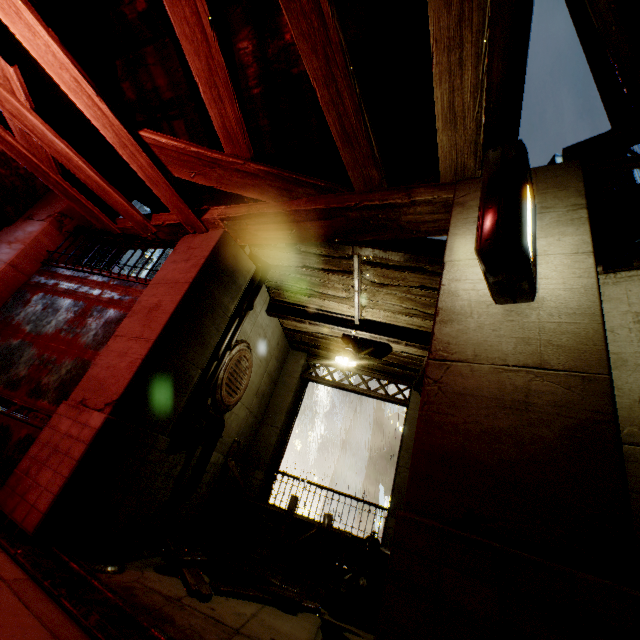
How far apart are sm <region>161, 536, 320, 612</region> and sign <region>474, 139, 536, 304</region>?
5.2m

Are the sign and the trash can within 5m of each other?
no

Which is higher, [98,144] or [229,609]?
[98,144]

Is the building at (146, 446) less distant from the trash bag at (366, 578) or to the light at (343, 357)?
the light at (343, 357)

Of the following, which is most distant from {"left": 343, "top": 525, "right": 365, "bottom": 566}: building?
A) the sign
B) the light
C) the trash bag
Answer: the trash bag

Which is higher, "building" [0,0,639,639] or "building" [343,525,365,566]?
"building" [0,0,639,639]

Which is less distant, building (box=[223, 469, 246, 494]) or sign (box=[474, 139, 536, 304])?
sign (box=[474, 139, 536, 304])

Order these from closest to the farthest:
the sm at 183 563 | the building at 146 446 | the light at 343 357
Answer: the building at 146 446
the sm at 183 563
the light at 343 357
